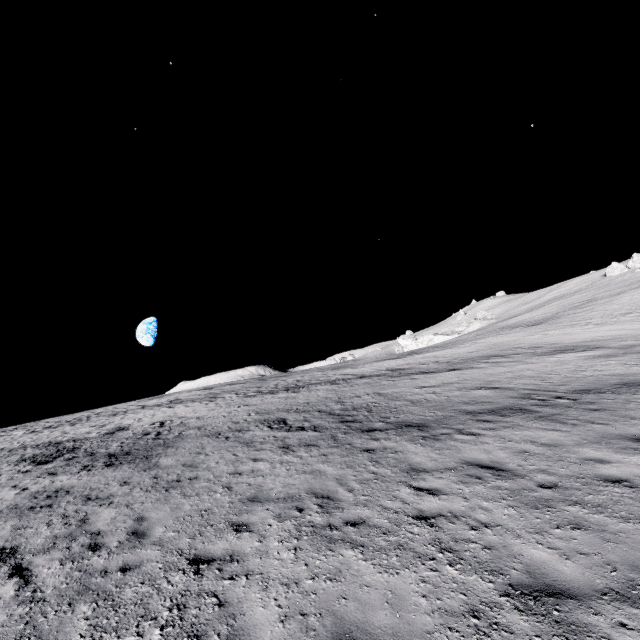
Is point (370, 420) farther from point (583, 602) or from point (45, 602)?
point (45, 602)
